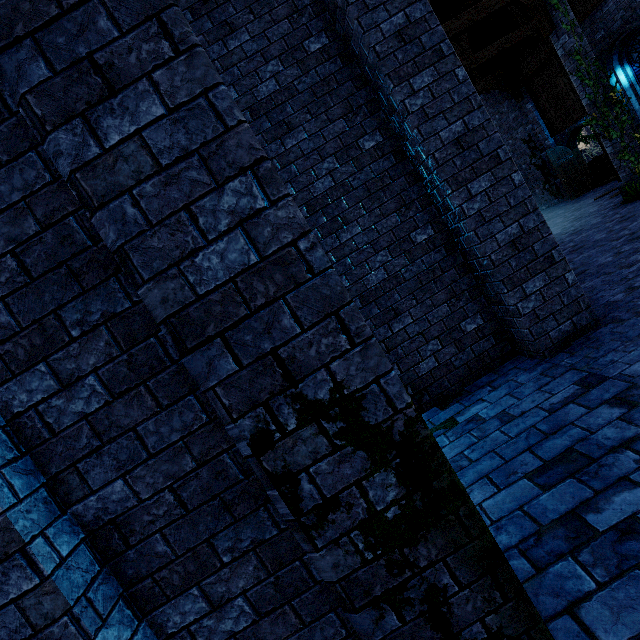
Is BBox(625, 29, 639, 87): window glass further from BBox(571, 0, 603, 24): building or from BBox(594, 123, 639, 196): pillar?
BBox(594, 123, 639, 196): pillar

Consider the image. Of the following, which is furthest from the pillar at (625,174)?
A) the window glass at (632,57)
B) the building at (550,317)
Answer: the window glass at (632,57)

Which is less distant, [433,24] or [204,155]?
[204,155]

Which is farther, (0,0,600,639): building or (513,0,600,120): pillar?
(513,0,600,120): pillar

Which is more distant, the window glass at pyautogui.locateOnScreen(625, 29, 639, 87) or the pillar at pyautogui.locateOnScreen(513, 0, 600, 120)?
the window glass at pyautogui.locateOnScreen(625, 29, 639, 87)

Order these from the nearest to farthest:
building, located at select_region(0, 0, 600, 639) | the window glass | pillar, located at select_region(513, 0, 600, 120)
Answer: building, located at select_region(0, 0, 600, 639), pillar, located at select_region(513, 0, 600, 120), the window glass

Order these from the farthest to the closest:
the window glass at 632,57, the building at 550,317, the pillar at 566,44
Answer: the window glass at 632,57 < the pillar at 566,44 < the building at 550,317
